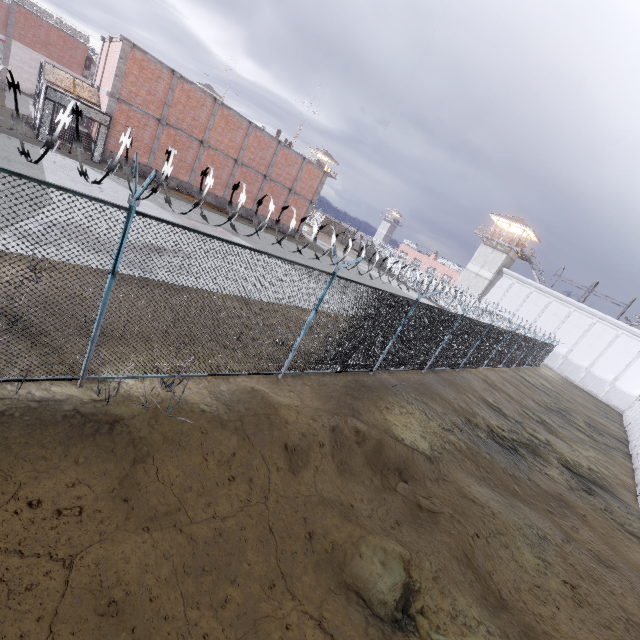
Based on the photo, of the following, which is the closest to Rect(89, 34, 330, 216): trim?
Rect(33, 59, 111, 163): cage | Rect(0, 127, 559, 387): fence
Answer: Rect(33, 59, 111, 163): cage

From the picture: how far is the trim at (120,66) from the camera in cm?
1941

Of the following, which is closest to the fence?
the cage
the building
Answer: the cage

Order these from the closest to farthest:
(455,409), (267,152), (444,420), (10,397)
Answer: (10,397), (444,420), (455,409), (267,152)

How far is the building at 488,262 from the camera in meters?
44.6

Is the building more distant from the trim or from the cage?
the cage

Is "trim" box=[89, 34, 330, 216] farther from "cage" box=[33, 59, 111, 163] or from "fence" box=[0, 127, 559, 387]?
"fence" box=[0, 127, 559, 387]

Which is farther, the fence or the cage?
the cage
